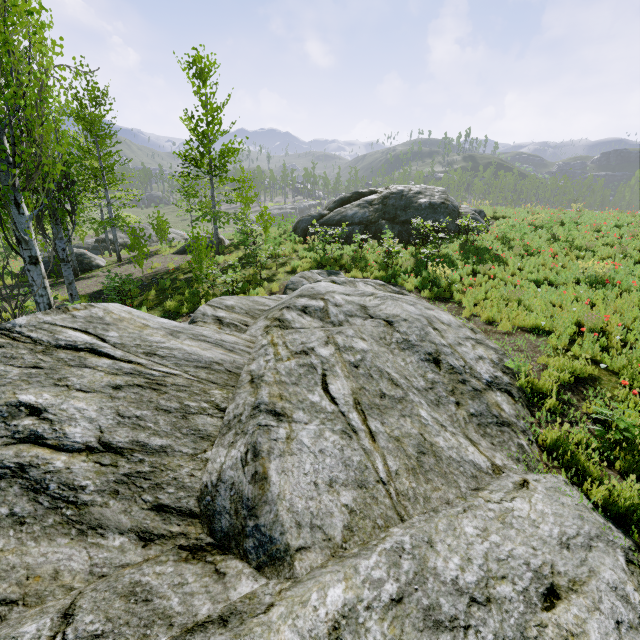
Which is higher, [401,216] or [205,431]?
[401,216]

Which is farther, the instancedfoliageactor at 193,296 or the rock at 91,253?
the rock at 91,253

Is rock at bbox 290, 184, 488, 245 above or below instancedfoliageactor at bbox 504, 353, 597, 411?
above

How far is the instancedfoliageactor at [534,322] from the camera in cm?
766

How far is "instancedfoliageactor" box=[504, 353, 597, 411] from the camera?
5.4 meters

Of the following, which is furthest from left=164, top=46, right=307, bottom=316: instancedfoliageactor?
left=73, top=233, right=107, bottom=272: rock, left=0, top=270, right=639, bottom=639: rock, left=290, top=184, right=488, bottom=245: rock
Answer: left=290, top=184, right=488, bottom=245: rock

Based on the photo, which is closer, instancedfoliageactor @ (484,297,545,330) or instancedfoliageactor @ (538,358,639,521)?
instancedfoliageactor @ (538,358,639,521)
